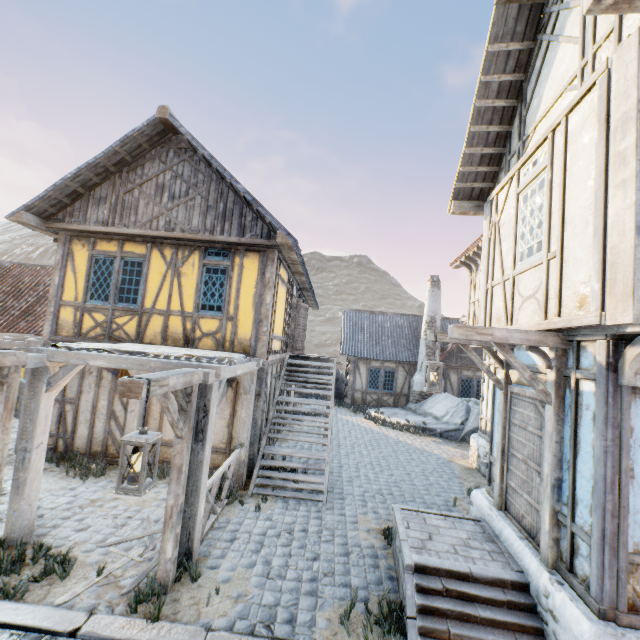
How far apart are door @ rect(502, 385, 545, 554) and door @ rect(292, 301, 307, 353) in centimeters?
870cm

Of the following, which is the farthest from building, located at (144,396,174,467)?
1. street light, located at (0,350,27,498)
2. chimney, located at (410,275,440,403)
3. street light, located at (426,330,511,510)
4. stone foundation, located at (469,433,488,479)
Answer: chimney, located at (410,275,440,403)

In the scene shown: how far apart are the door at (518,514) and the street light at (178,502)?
4.82m

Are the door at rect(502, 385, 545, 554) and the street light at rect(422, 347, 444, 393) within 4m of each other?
yes

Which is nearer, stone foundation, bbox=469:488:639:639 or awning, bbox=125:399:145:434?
stone foundation, bbox=469:488:639:639

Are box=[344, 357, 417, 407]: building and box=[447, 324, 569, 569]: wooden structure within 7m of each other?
no

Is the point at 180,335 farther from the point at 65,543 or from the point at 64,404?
the point at 65,543

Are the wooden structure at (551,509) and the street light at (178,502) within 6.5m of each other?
yes
